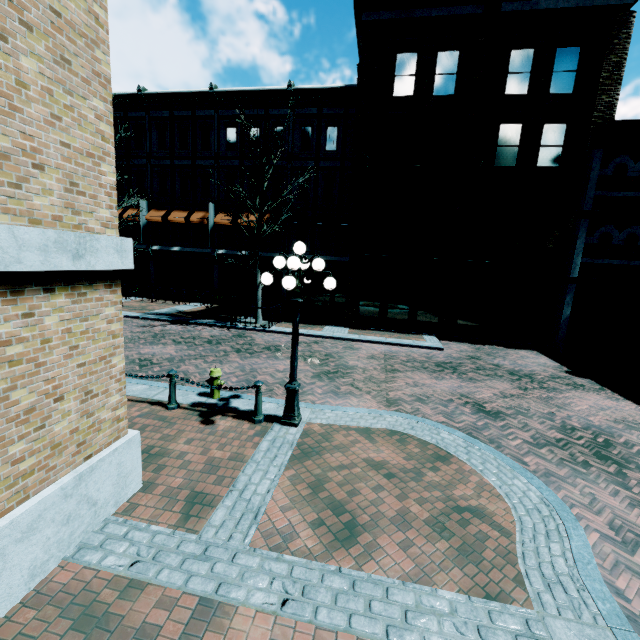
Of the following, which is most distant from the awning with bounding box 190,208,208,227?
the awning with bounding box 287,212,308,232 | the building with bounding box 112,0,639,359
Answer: the awning with bounding box 287,212,308,232

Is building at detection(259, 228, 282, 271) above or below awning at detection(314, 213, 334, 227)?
below

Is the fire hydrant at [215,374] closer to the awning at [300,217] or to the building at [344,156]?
the building at [344,156]

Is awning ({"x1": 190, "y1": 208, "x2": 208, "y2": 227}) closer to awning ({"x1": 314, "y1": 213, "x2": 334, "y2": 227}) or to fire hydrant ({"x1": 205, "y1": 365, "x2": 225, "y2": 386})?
awning ({"x1": 314, "y1": 213, "x2": 334, "y2": 227})

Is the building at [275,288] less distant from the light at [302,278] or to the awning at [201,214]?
the awning at [201,214]

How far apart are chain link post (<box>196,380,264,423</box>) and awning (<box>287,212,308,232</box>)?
14.83m

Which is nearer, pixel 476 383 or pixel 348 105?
pixel 476 383

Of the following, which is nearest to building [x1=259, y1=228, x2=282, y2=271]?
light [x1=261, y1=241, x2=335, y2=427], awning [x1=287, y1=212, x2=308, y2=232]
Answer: awning [x1=287, y1=212, x2=308, y2=232]
